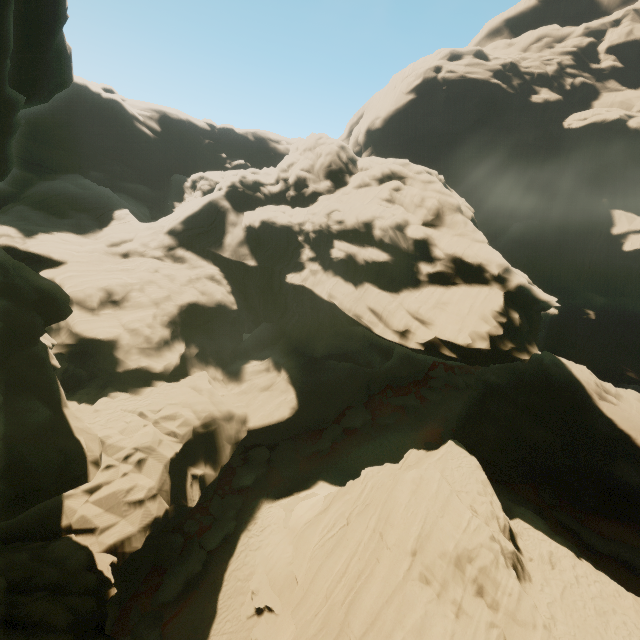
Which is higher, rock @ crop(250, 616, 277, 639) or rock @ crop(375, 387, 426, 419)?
rock @ crop(375, 387, 426, 419)

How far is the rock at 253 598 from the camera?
17.05m

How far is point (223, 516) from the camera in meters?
21.0 m

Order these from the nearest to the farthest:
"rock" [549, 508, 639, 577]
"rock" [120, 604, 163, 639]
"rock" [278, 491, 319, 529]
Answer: "rock" [120, 604, 163, 639]
"rock" [278, 491, 319, 529]
"rock" [549, 508, 639, 577]

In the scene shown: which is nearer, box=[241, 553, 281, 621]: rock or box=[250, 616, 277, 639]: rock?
box=[250, 616, 277, 639]: rock

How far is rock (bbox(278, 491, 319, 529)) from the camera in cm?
2126

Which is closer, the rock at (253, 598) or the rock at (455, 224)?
the rock at (455, 224)
